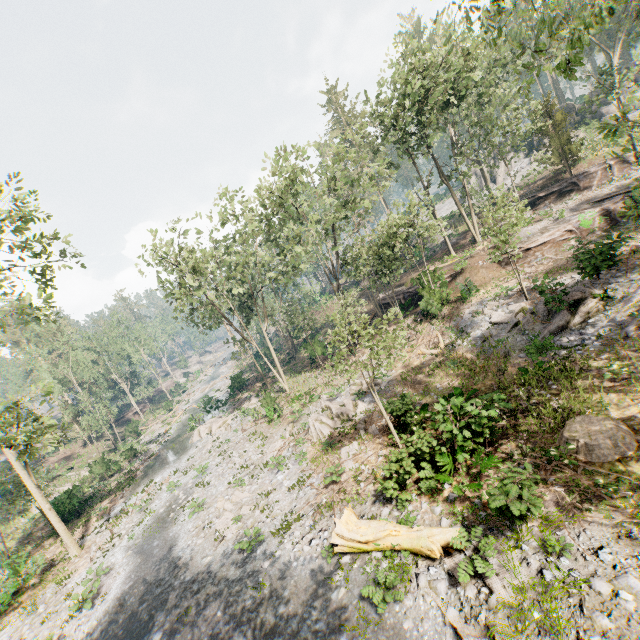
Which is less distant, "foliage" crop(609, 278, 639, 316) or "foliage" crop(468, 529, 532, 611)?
"foliage" crop(468, 529, 532, 611)

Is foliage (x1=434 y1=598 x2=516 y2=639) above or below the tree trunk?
below

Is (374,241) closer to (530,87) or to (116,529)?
(530,87)

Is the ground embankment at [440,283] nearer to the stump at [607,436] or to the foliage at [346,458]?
the foliage at [346,458]

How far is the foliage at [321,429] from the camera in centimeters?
1975cm

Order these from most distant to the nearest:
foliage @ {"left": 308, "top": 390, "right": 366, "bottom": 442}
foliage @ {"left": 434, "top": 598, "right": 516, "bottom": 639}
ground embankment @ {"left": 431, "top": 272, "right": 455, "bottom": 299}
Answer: ground embankment @ {"left": 431, "top": 272, "right": 455, "bottom": 299} < foliage @ {"left": 308, "top": 390, "right": 366, "bottom": 442} < foliage @ {"left": 434, "top": 598, "right": 516, "bottom": 639}

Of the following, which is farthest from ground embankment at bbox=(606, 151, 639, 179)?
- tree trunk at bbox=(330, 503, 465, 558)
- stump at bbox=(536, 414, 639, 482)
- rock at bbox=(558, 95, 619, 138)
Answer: tree trunk at bbox=(330, 503, 465, 558)

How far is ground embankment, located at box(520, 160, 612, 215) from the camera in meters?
30.6
